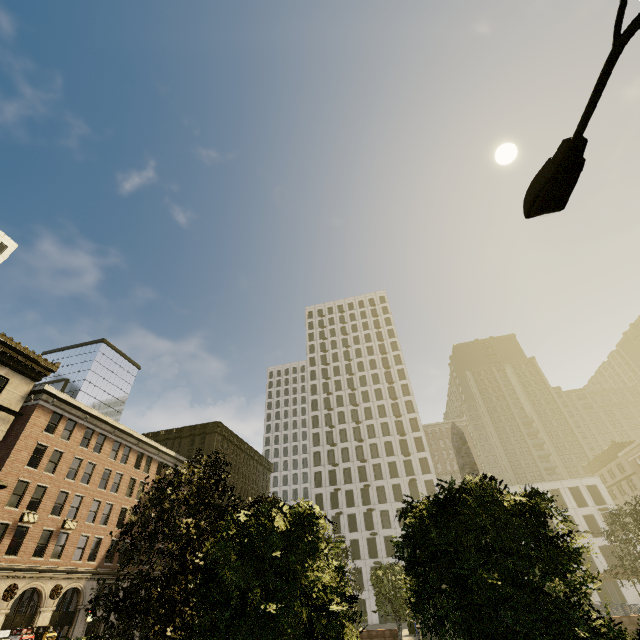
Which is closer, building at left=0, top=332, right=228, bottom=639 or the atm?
the atm

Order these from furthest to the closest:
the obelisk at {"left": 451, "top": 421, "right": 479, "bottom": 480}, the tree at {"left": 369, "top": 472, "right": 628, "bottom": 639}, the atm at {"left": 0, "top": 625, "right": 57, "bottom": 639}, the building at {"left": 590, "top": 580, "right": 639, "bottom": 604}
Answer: the building at {"left": 590, "top": 580, "right": 639, "bottom": 604}
the atm at {"left": 0, "top": 625, "right": 57, "bottom": 639}
the obelisk at {"left": 451, "top": 421, "right": 479, "bottom": 480}
the tree at {"left": 369, "top": 472, "right": 628, "bottom": 639}

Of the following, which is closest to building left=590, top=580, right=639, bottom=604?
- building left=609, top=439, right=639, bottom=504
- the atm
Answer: building left=609, top=439, right=639, bottom=504

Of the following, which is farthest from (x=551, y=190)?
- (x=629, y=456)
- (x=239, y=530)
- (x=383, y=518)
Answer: (x=629, y=456)

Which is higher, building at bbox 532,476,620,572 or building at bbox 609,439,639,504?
building at bbox 609,439,639,504

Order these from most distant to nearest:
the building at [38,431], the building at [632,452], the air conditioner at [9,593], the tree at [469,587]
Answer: → the building at [632,452] < the building at [38,431] < the air conditioner at [9,593] < the tree at [469,587]

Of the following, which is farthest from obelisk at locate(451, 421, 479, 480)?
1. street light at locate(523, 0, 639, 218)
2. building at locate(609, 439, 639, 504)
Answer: building at locate(609, 439, 639, 504)

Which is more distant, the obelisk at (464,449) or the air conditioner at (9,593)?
the air conditioner at (9,593)
